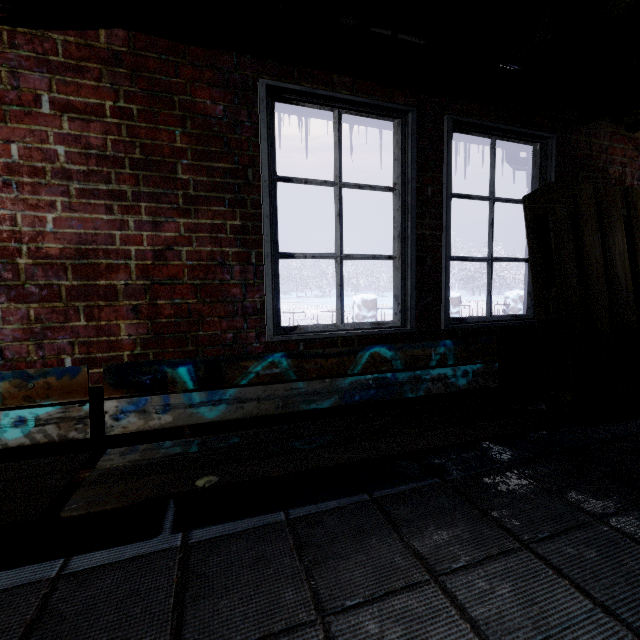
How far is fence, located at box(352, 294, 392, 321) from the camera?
7.09m

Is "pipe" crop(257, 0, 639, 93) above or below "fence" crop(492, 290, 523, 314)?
above

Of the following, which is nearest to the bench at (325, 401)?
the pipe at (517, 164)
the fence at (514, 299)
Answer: the pipe at (517, 164)

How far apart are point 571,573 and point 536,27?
1.86m

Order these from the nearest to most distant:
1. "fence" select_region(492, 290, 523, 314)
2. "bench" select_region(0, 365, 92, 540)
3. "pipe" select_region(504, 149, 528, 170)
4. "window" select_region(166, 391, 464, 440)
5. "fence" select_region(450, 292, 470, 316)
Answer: "bench" select_region(0, 365, 92, 540)
"window" select_region(166, 391, 464, 440)
"pipe" select_region(504, 149, 528, 170)
"fence" select_region(450, 292, 470, 316)
"fence" select_region(492, 290, 523, 314)

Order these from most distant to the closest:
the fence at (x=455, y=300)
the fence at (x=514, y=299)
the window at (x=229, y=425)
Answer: the fence at (x=514, y=299) < the fence at (x=455, y=300) < the window at (x=229, y=425)

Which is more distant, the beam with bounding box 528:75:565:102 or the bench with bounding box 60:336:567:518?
the beam with bounding box 528:75:565:102

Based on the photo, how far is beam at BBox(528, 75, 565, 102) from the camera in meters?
1.9
